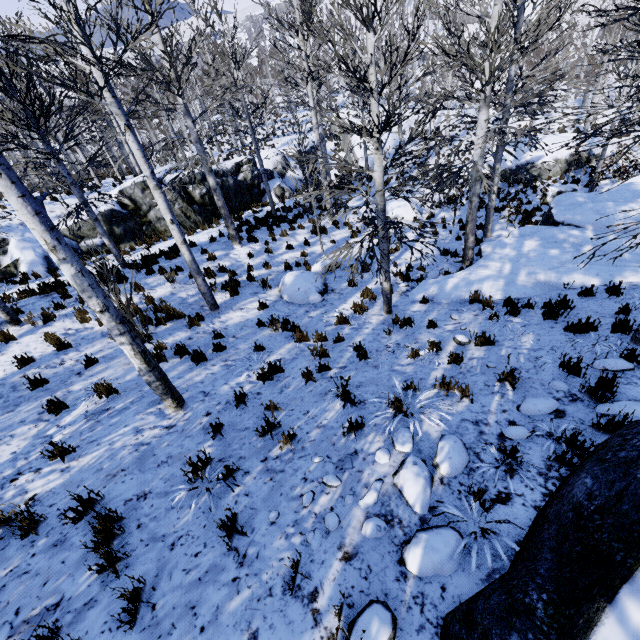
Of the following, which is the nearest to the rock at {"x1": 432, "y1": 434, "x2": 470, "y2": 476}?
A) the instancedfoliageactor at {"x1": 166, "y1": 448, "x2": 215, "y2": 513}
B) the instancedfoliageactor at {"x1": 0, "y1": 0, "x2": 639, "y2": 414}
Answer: the instancedfoliageactor at {"x1": 166, "y1": 448, "x2": 215, "y2": 513}

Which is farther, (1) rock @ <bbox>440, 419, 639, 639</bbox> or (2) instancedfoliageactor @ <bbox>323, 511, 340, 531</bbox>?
(2) instancedfoliageactor @ <bbox>323, 511, 340, 531</bbox>

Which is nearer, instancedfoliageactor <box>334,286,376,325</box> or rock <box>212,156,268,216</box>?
instancedfoliageactor <box>334,286,376,325</box>

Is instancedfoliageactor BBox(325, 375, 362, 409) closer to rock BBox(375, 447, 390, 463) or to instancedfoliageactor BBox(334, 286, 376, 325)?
rock BBox(375, 447, 390, 463)

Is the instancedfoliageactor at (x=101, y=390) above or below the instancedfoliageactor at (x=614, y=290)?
above

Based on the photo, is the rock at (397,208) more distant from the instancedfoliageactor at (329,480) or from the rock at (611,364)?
the instancedfoliageactor at (329,480)

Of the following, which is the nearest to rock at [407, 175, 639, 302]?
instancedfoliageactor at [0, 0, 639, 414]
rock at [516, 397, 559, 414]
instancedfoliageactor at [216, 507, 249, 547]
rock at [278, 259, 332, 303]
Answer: instancedfoliageactor at [0, 0, 639, 414]

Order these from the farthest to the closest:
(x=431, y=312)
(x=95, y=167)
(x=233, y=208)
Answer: (x=233, y=208), (x=95, y=167), (x=431, y=312)
